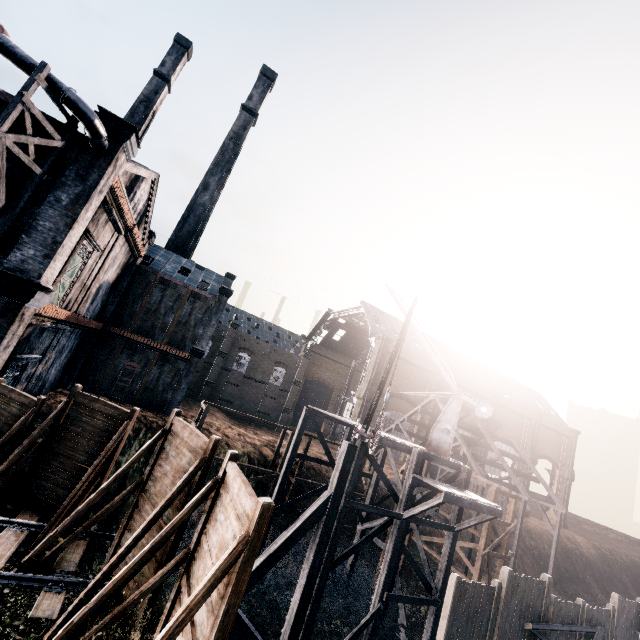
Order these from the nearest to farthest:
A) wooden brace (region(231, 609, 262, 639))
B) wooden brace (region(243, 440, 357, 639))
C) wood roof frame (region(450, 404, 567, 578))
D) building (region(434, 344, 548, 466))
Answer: wooden brace (region(231, 609, 262, 639)) < wooden brace (region(243, 440, 357, 639)) < wood roof frame (region(450, 404, 567, 578)) < building (region(434, 344, 548, 466))

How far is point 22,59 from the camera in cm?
1227

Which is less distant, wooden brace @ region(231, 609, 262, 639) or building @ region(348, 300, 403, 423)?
wooden brace @ region(231, 609, 262, 639)

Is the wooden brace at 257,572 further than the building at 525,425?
No

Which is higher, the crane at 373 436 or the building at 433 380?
the building at 433 380

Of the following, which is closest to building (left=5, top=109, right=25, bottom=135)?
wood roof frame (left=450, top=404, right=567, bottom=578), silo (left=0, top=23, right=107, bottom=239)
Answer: silo (left=0, top=23, right=107, bottom=239)

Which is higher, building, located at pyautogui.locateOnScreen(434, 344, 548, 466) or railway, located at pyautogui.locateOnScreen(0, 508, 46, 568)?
building, located at pyautogui.locateOnScreen(434, 344, 548, 466)

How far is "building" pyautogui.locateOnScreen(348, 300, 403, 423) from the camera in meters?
44.3 m
